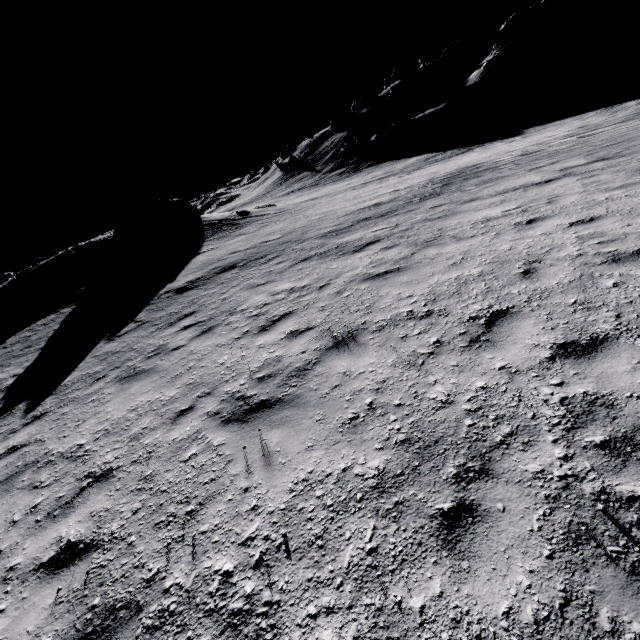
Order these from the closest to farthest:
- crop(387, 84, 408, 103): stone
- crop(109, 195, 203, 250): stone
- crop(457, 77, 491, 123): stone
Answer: crop(109, 195, 203, 250): stone → crop(457, 77, 491, 123): stone → crop(387, 84, 408, 103): stone

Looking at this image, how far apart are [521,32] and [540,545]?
82.81m

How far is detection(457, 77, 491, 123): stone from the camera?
41.84m

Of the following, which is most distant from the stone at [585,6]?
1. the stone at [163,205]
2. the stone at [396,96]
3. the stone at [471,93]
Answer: the stone at [163,205]

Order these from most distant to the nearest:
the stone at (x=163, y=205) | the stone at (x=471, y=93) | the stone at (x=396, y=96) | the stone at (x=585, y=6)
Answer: the stone at (x=396, y=96), the stone at (x=585, y=6), the stone at (x=471, y=93), the stone at (x=163, y=205)

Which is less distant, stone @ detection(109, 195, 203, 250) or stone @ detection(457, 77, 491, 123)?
stone @ detection(109, 195, 203, 250)

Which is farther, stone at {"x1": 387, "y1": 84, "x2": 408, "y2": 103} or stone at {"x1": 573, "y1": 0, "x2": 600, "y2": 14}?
stone at {"x1": 387, "y1": 84, "x2": 408, "y2": 103}

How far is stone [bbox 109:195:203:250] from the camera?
22.75m
